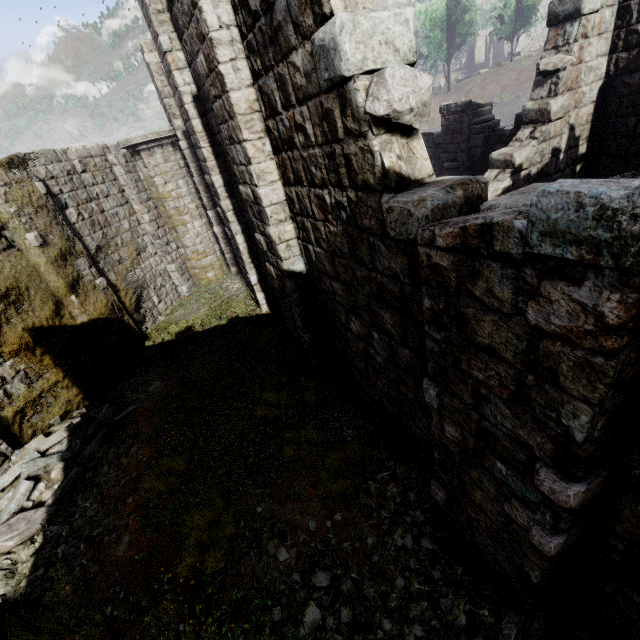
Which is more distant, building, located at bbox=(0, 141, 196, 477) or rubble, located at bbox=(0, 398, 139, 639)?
building, located at bbox=(0, 141, 196, 477)

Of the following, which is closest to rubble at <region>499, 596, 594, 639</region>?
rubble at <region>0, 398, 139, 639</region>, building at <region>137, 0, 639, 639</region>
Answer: building at <region>137, 0, 639, 639</region>

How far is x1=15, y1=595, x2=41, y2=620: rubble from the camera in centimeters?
468cm

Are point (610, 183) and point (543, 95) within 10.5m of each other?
yes

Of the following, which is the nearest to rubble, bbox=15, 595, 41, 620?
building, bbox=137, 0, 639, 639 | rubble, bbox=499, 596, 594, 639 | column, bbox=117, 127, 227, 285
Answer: building, bbox=137, 0, 639, 639

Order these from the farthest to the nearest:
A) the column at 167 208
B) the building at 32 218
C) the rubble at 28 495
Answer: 1. the column at 167 208
2. the building at 32 218
3. the rubble at 28 495

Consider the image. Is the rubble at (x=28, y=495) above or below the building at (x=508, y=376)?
below

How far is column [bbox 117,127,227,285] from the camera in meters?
12.0 m
